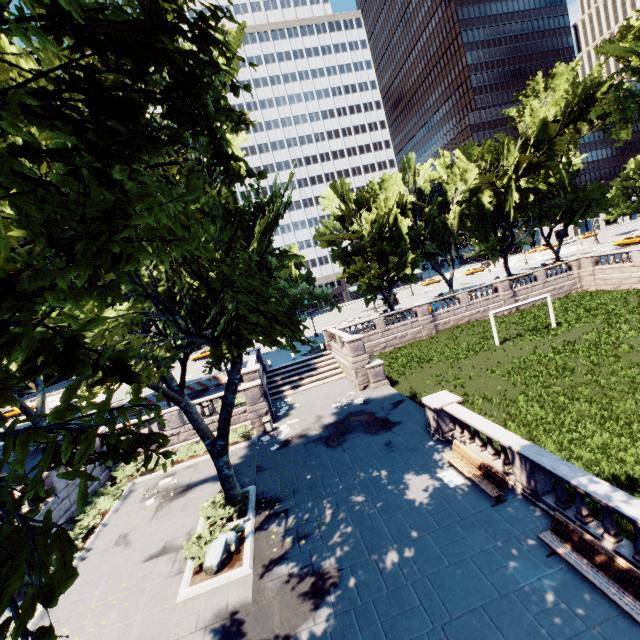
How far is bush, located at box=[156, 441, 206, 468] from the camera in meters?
20.2 m

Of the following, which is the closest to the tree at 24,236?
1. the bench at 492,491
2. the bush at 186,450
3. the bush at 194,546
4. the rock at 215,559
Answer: the bush at 194,546

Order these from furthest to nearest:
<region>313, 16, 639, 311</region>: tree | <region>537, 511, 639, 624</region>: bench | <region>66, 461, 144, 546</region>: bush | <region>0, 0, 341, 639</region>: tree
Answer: <region>313, 16, 639, 311</region>: tree < <region>66, 461, 144, 546</region>: bush < <region>537, 511, 639, 624</region>: bench < <region>0, 0, 341, 639</region>: tree

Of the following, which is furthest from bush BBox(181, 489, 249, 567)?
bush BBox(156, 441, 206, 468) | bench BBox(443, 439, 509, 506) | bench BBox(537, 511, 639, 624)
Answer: bench BBox(537, 511, 639, 624)

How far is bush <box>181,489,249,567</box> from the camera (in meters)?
11.65

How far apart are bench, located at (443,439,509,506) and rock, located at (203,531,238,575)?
8.6 meters

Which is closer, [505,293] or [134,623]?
[134,623]

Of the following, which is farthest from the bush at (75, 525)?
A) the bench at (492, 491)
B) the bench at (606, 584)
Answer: the bench at (606, 584)
